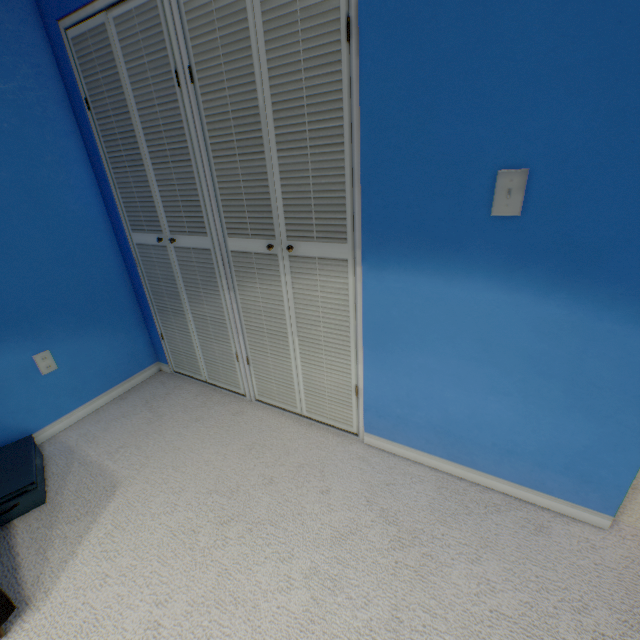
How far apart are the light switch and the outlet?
2.3 meters

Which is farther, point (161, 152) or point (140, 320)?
point (140, 320)

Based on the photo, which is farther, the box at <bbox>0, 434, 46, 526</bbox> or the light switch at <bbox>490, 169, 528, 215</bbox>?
the box at <bbox>0, 434, 46, 526</bbox>

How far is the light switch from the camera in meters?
0.9

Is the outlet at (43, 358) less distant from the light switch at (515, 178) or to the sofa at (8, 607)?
the sofa at (8, 607)

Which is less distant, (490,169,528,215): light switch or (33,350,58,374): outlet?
(490,169,528,215): light switch

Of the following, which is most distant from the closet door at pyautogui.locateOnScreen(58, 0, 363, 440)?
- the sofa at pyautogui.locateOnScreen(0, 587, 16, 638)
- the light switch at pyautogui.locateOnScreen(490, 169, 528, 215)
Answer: the sofa at pyautogui.locateOnScreen(0, 587, 16, 638)
